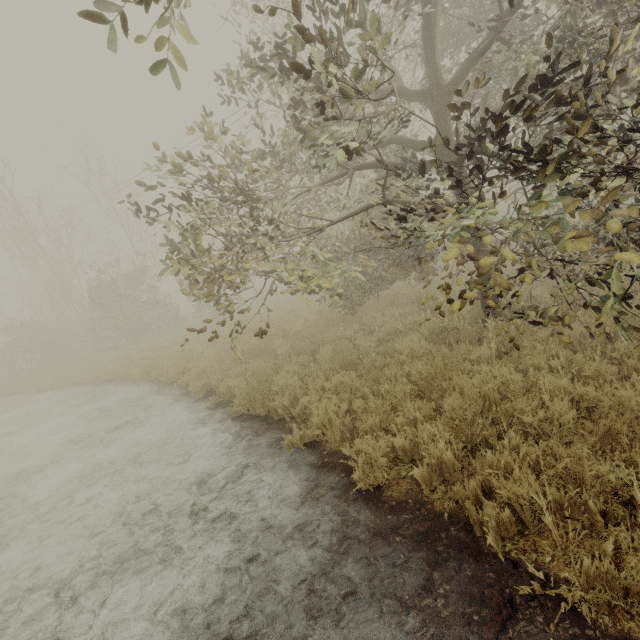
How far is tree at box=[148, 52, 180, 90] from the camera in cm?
201

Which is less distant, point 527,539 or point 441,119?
point 527,539

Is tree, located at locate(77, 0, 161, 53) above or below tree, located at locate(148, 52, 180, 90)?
above

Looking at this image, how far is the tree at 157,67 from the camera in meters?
2.0

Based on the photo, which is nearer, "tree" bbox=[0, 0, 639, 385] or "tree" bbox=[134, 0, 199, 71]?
"tree" bbox=[134, 0, 199, 71]

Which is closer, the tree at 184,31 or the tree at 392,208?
the tree at 184,31
